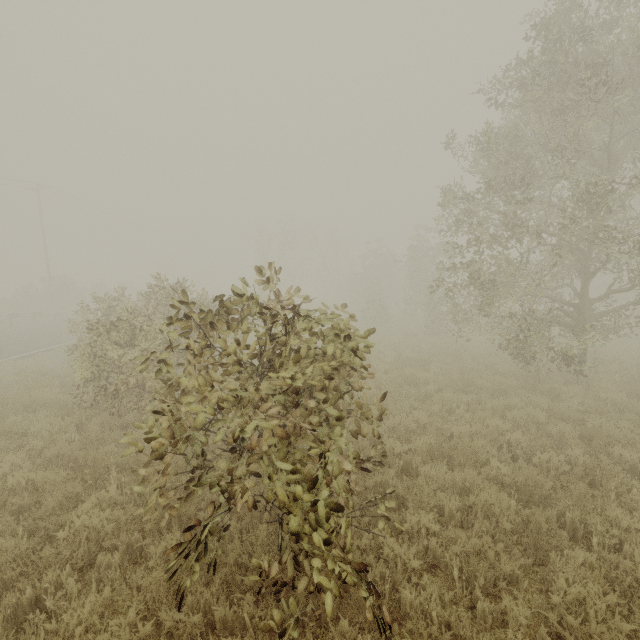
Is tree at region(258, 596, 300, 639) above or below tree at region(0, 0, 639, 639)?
below

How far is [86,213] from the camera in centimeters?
3881cm

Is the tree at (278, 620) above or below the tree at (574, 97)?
below
